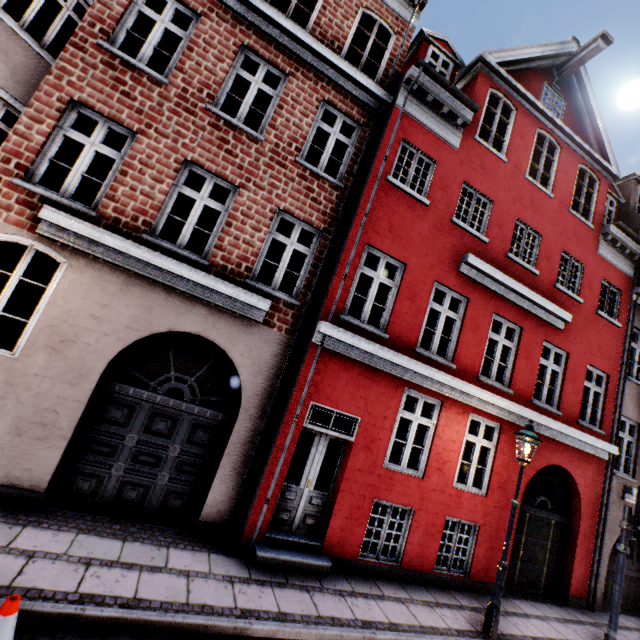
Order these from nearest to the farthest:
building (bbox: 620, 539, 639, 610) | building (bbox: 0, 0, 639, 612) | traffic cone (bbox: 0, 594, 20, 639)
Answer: traffic cone (bbox: 0, 594, 20, 639) → building (bbox: 0, 0, 639, 612) → building (bbox: 620, 539, 639, 610)

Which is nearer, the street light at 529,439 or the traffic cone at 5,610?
the traffic cone at 5,610

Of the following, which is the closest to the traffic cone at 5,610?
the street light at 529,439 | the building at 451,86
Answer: the building at 451,86

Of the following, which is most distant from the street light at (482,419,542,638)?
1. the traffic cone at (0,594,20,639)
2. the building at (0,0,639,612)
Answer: the traffic cone at (0,594,20,639)

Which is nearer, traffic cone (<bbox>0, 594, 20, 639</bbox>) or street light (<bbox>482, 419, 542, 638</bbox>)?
traffic cone (<bbox>0, 594, 20, 639</bbox>)

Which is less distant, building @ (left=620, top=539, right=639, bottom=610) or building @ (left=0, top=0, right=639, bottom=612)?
building @ (left=0, top=0, right=639, bottom=612)

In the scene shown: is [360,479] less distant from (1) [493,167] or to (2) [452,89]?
(1) [493,167]
